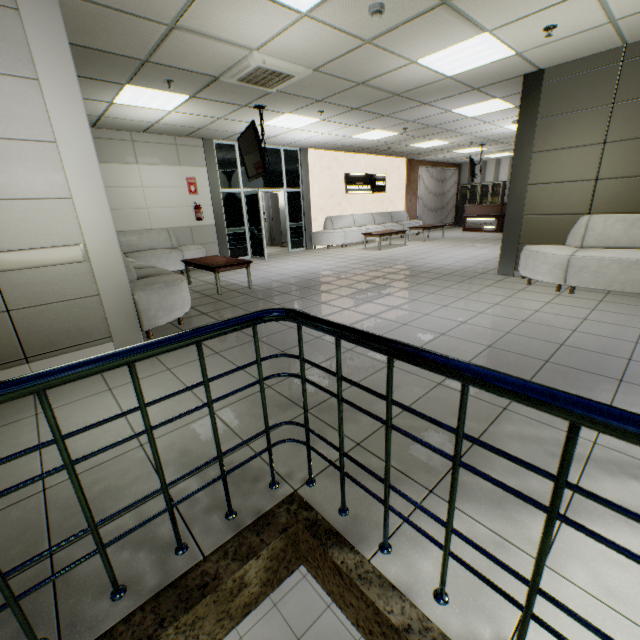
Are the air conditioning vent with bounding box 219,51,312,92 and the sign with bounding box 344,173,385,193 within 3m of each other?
no

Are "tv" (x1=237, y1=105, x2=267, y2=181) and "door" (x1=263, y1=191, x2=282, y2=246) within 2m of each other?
no

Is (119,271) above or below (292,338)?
above

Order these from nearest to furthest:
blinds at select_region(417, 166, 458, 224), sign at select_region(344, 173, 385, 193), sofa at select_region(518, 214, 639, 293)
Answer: sofa at select_region(518, 214, 639, 293) → sign at select_region(344, 173, 385, 193) → blinds at select_region(417, 166, 458, 224)

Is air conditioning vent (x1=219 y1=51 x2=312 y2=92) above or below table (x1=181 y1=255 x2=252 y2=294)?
above

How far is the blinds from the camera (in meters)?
15.45

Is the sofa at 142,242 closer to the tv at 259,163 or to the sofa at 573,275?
the tv at 259,163

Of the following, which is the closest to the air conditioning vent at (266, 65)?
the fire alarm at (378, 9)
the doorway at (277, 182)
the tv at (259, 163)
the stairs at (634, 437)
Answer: the tv at (259, 163)
